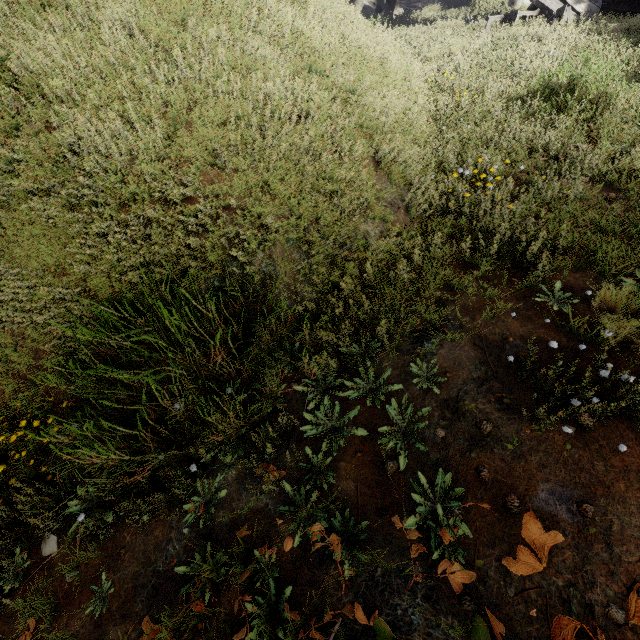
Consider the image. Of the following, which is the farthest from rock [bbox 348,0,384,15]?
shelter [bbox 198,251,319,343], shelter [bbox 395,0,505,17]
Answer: shelter [bbox 198,251,319,343]

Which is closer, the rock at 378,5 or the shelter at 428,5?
the shelter at 428,5

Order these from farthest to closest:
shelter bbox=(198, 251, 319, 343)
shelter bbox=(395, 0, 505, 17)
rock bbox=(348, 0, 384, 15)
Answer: rock bbox=(348, 0, 384, 15) → shelter bbox=(395, 0, 505, 17) → shelter bbox=(198, 251, 319, 343)

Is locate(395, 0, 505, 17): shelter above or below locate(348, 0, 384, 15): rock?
below

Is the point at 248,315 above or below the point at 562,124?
below

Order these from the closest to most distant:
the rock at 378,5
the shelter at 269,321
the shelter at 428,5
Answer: the shelter at 269,321 → the shelter at 428,5 → the rock at 378,5

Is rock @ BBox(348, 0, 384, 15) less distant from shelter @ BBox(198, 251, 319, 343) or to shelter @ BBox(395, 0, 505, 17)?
shelter @ BBox(395, 0, 505, 17)

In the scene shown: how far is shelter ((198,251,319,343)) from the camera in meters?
2.1 m
